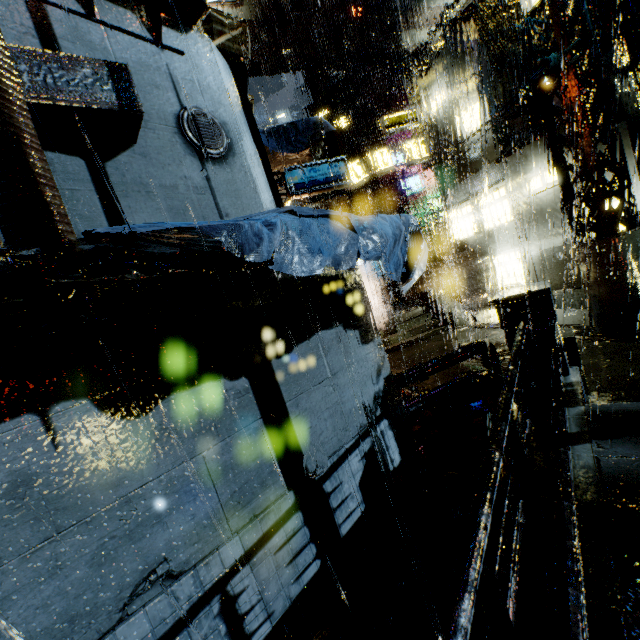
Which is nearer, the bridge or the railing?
the railing

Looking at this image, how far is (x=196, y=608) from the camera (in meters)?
3.63

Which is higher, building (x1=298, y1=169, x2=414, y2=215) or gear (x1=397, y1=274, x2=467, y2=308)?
building (x1=298, y1=169, x2=414, y2=215)

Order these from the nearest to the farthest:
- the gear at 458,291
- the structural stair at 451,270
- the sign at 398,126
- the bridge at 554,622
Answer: the bridge at 554,622, the sign at 398,126, the gear at 458,291, the structural stair at 451,270

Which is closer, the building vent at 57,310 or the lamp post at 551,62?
the building vent at 57,310

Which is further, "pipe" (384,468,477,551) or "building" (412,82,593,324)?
"building" (412,82,593,324)

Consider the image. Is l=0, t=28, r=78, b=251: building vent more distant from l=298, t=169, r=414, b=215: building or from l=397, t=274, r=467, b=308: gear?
l=397, t=274, r=467, b=308: gear

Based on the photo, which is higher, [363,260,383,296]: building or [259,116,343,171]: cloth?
[259,116,343,171]: cloth
